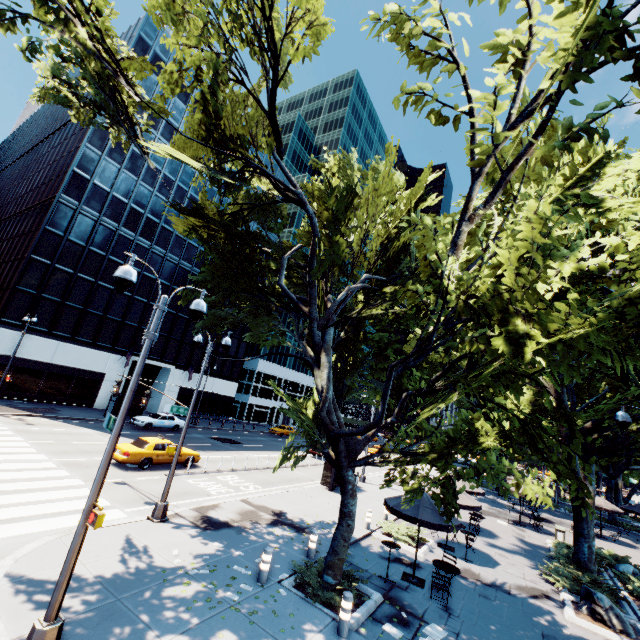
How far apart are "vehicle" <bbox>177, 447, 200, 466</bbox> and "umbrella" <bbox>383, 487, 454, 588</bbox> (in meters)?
13.89

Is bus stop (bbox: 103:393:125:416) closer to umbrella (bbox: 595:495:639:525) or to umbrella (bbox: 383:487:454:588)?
umbrella (bbox: 383:487:454:588)

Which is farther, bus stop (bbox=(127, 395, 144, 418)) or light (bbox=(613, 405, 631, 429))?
bus stop (bbox=(127, 395, 144, 418))

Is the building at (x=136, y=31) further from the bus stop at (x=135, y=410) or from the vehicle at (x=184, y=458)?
the vehicle at (x=184, y=458)

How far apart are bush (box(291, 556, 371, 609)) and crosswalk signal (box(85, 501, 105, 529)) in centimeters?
612cm

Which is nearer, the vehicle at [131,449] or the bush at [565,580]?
the bush at [565,580]

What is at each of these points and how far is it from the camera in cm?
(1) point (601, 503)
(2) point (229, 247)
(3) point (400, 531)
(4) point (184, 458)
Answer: (1) umbrella, 2597
(2) tree, 1411
(3) bush, 1558
(4) vehicle, 1995

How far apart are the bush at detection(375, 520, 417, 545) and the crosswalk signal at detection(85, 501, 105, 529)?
13.3 meters
